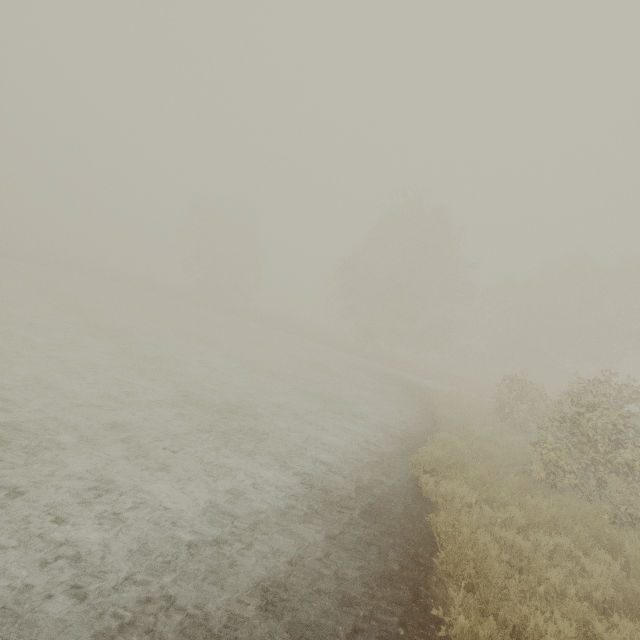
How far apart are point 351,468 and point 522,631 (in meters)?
4.20
